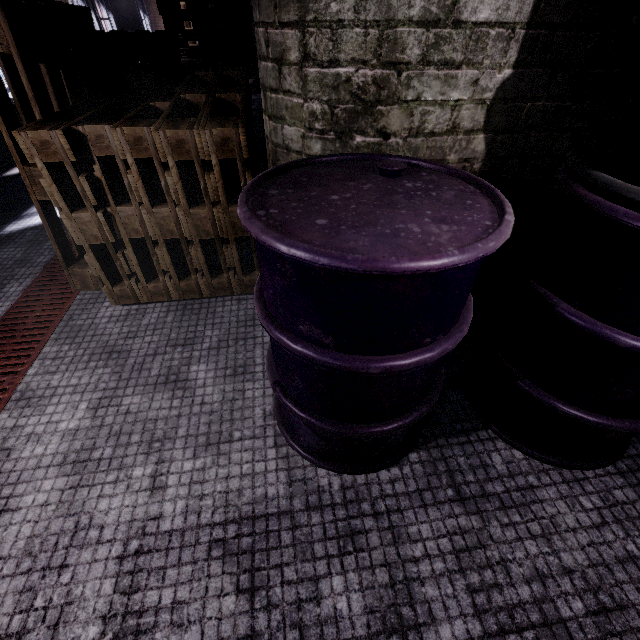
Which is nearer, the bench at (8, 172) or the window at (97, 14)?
the bench at (8, 172)

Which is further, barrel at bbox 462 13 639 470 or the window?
the window

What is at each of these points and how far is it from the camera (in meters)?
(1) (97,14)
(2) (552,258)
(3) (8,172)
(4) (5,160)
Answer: (1) window, 6.60
(2) barrel, 1.06
(3) bench, 3.39
(4) radiator, 3.79

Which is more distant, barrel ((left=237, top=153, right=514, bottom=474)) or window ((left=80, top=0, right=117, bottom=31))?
window ((left=80, top=0, right=117, bottom=31))

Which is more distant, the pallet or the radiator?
the radiator

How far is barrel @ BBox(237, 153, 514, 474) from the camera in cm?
71

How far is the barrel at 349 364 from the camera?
0.7m

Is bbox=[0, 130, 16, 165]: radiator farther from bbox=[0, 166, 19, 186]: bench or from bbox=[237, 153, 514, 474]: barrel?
bbox=[237, 153, 514, 474]: barrel
